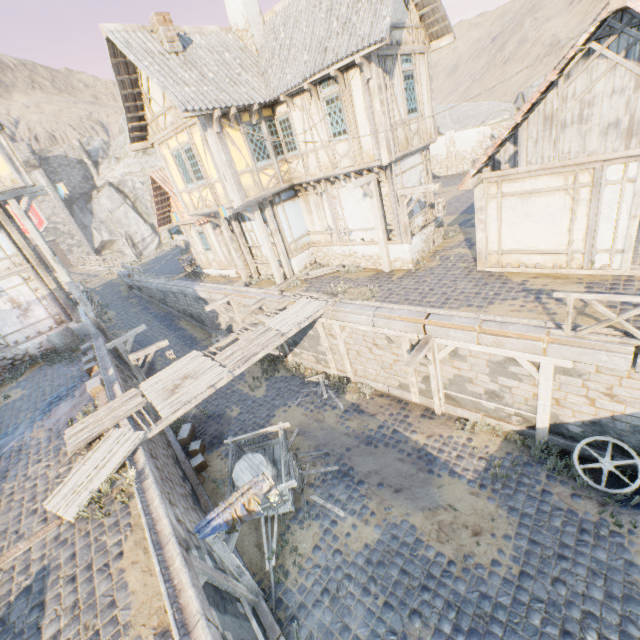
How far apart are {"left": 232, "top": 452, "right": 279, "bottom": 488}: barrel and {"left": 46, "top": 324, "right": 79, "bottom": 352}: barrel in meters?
11.7

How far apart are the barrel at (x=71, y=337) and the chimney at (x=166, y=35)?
12.2m

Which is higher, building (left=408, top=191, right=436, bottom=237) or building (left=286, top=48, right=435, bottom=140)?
building (left=286, top=48, right=435, bottom=140)

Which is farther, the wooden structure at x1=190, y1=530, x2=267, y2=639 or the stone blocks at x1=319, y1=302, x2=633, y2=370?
the stone blocks at x1=319, y1=302, x2=633, y2=370

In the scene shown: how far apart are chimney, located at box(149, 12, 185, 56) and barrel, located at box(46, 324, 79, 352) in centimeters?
1217cm

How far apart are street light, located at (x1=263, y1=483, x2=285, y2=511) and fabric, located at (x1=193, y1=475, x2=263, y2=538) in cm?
28

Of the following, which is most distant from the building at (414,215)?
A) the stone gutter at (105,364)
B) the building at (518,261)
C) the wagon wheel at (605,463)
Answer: the wagon wheel at (605,463)

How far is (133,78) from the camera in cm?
1134
